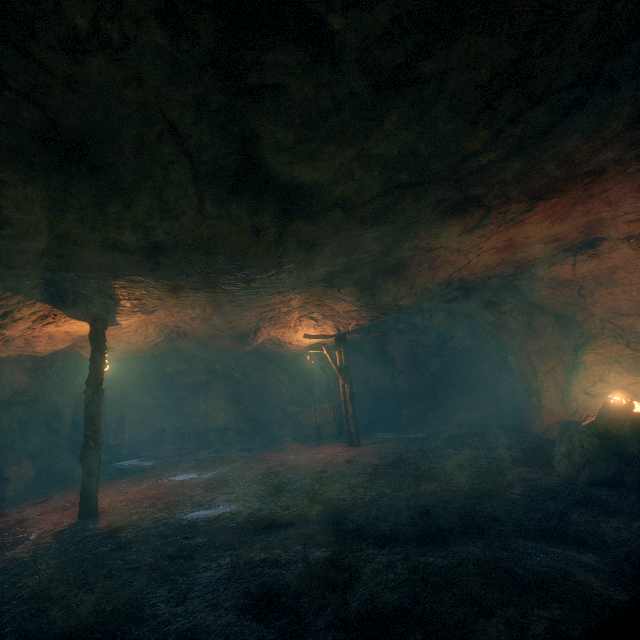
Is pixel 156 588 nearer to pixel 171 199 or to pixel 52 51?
pixel 171 199

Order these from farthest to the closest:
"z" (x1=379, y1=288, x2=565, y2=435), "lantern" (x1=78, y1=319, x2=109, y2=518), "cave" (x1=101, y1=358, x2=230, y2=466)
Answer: "cave" (x1=101, y1=358, x2=230, y2=466) < "z" (x1=379, y1=288, x2=565, y2=435) < "lantern" (x1=78, y1=319, x2=109, y2=518)

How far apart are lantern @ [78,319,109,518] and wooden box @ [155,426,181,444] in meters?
17.0

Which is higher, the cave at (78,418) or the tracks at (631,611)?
the cave at (78,418)

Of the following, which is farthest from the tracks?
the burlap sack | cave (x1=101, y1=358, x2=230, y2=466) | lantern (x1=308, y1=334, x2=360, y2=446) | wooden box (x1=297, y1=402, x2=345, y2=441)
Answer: cave (x1=101, y1=358, x2=230, y2=466)

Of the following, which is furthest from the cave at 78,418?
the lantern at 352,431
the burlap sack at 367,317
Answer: the lantern at 352,431

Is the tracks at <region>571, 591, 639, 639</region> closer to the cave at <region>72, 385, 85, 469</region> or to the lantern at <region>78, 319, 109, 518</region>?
the lantern at <region>78, 319, 109, 518</region>

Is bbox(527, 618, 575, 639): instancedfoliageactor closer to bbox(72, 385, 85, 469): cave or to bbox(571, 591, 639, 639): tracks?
bbox(571, 591, 639, 639): tracks
